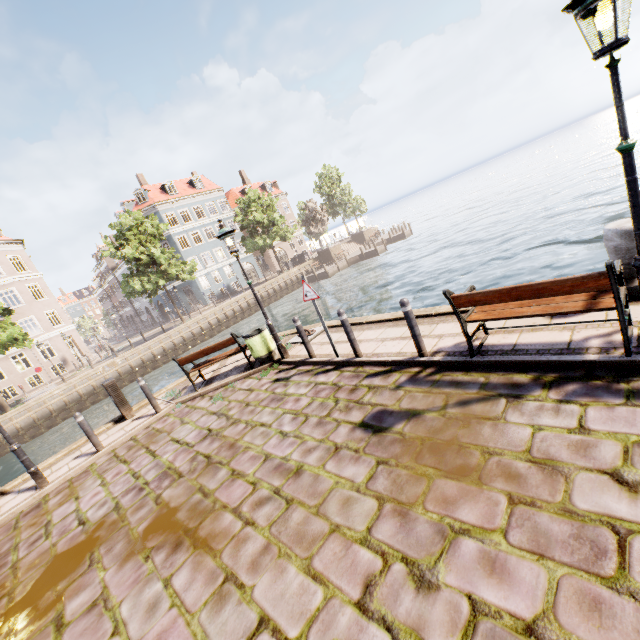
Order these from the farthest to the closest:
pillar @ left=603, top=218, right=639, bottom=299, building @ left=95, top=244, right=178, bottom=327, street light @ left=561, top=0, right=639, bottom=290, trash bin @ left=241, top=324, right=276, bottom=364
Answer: building @ left=95, top=244, right=178, bottom=327
trash bin @ left=241, top=324, right=276, bottom=364
pillar @ left=603, top=218, right=639, bottom=299
street light @ left=561, top=0, right=639, bottom=290

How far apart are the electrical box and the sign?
6.3m

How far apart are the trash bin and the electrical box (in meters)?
3.97

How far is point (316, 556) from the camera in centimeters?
307cm

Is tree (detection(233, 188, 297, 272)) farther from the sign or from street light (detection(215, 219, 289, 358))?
the sign

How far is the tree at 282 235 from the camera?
36.41m

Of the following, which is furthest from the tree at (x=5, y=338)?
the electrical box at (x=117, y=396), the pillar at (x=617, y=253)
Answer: the pillar at (x=617, y=253)

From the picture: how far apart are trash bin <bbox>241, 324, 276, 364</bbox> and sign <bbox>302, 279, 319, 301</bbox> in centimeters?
215cm
